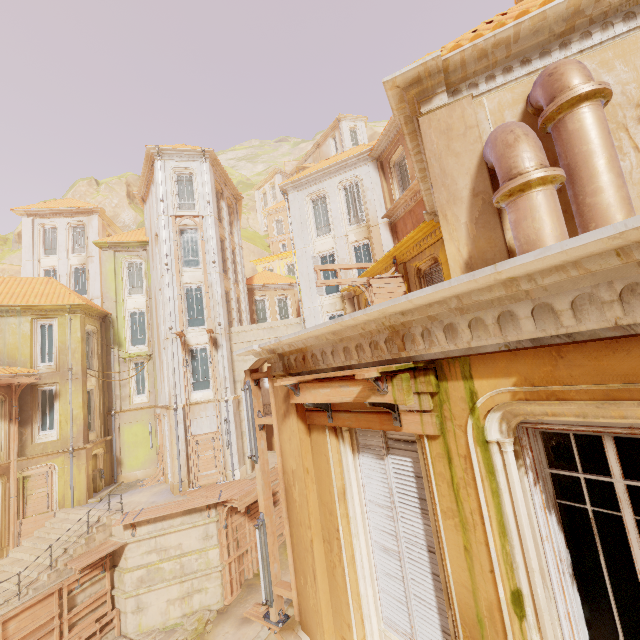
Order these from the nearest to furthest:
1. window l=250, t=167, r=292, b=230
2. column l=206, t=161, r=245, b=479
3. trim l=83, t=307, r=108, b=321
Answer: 1. column l=206, t=161, r=245, b=479
2. trim l=83, t=307, r=108, b=321
3. window l=250, t=167, r=292, b=230

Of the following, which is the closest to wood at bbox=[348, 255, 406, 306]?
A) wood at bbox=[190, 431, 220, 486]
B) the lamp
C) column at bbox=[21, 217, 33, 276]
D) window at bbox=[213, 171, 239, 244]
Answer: the lamp

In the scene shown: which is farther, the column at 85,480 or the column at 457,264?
the column at 85,480

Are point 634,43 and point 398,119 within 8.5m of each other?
no

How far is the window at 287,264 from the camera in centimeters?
4109cm

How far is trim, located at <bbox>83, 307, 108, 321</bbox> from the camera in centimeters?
2029cm

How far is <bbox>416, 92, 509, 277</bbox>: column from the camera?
4.7m

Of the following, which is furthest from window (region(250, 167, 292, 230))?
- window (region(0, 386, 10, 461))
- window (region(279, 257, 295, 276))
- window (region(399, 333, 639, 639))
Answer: window (region(399, 333, 639, 639))
